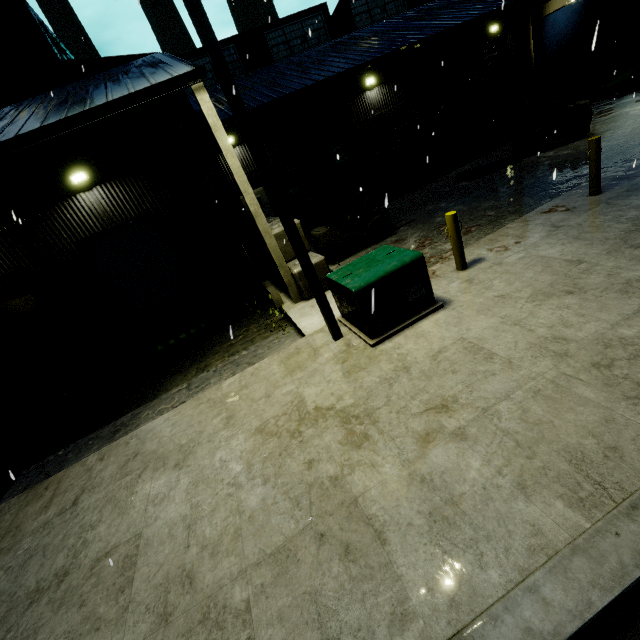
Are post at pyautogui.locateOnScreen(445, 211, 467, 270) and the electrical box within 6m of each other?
yes

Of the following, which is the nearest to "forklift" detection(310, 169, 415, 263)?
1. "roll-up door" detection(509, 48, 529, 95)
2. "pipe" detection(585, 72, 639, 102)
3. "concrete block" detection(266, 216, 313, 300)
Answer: "concrete block" detection(266, 216, 313, 300)

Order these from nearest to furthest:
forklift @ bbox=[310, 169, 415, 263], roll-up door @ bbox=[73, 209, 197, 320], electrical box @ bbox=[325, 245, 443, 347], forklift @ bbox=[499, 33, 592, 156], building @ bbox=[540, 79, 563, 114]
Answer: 1. electrical box @ bbox=[325, 245, 443, 347]
2. forklift @ bbox=[310, 169, 415, 263]
3. forklift @ bbox=[499, 33, 592, 156]
4. roll-up door @ bbox=[73, 209, 197, 320]
5. building @ bbox=[540, 79, 563, 114]

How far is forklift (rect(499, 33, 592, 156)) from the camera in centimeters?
1152cm

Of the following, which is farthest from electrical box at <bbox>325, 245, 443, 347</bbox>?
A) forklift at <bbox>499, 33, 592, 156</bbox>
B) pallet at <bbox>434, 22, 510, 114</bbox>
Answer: forklift at <bbox>499, 33, 592, 156</bbox>

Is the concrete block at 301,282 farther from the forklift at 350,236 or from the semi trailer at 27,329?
the semi trailer at 27,329

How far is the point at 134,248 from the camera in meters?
12.8

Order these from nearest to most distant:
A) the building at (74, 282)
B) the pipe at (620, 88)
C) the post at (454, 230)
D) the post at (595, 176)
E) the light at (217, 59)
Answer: the light at (217, 59)
the post at (454, 230)
the post at (595, 176)
the building at (74, 282)
the pipe at (620, 88)
